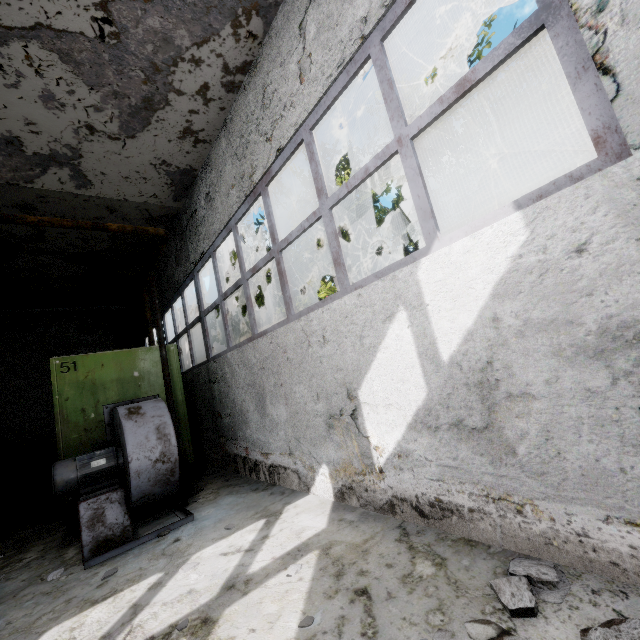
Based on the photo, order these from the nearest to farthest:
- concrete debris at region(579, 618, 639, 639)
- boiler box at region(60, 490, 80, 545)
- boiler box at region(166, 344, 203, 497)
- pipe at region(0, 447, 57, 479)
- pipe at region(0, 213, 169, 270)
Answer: concrete debris at region(579, 618, 639, 639), pipe at region(0, 213, 169, 270), boiler box at region(60, 490, 80, 545), boiler box at region(166, 344, 203, 497), pipe at region(0, 447, 57, 479)

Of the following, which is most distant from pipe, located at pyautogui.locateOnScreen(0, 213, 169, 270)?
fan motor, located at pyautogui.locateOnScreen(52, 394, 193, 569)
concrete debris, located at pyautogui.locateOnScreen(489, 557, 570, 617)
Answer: fan motor, located at pyautogui.locateOnScreen(52, 394, 193, 569)

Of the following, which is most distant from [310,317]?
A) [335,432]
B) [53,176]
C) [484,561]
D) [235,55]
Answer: [53,176]

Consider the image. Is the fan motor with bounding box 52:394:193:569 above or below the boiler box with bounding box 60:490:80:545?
below

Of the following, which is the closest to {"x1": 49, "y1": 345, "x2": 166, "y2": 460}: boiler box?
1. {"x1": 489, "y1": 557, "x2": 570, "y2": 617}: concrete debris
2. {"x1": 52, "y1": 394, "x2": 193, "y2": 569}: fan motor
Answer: {"x1": 52, "y1": 394, "x2": 193, "y2": 569}: fan motor

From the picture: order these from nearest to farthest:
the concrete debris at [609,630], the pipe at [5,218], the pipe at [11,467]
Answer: the concrete debris at [609,630] → the pipe at [5,218] → the pipe at [11,467]

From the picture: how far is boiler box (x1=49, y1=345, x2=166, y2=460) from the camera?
5.3 meters

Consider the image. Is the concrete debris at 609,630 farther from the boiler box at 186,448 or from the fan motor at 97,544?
the boiler box at 186,448
